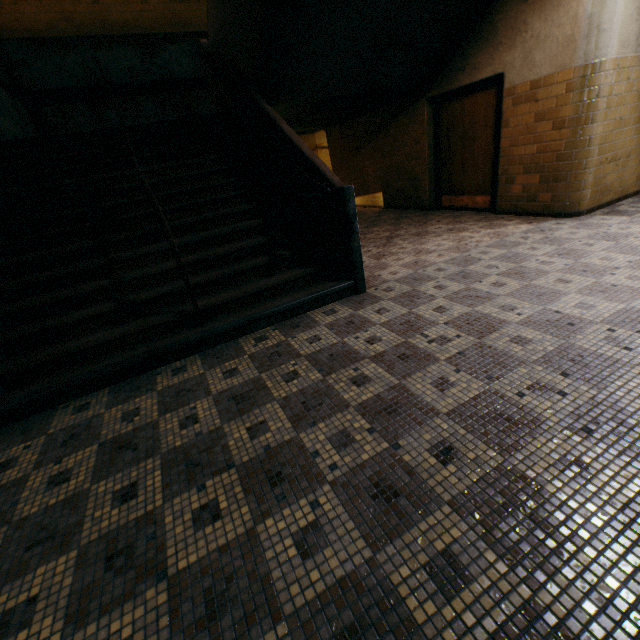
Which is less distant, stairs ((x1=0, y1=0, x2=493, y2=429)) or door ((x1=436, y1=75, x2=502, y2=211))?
stairs ((x1=0, y1=0, x2=493, y2=429))

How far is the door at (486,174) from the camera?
5.7m

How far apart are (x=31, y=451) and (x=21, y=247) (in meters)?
2.69

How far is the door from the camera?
5.7m

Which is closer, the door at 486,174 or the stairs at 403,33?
the stairs at 403,33
